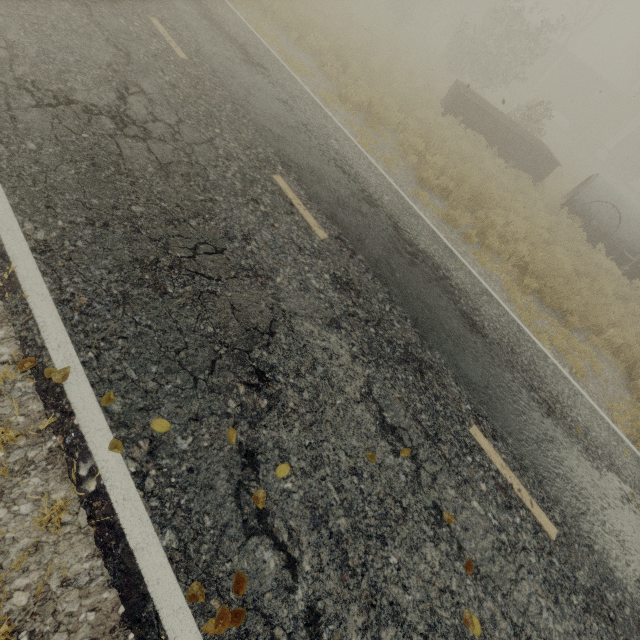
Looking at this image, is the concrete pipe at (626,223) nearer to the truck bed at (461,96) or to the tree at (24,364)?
the truck bed at (461,96)

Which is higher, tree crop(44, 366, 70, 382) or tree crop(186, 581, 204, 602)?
tree crop(186, 581, 204, 602)

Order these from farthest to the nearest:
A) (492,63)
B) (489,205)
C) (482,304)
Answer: (492,63) → (489,205) → (482,304)

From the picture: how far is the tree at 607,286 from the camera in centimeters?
1005cm

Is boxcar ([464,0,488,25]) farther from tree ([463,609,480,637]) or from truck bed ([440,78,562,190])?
truck bed ([440,78,562,190])

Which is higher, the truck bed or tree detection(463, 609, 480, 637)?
the truck bed

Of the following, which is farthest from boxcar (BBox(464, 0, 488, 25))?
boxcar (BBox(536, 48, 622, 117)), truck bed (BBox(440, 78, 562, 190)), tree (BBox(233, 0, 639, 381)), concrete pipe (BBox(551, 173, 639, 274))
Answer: concrete pipe (BBox(551, 173, 639, 274))

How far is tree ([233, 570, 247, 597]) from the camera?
2.38m
